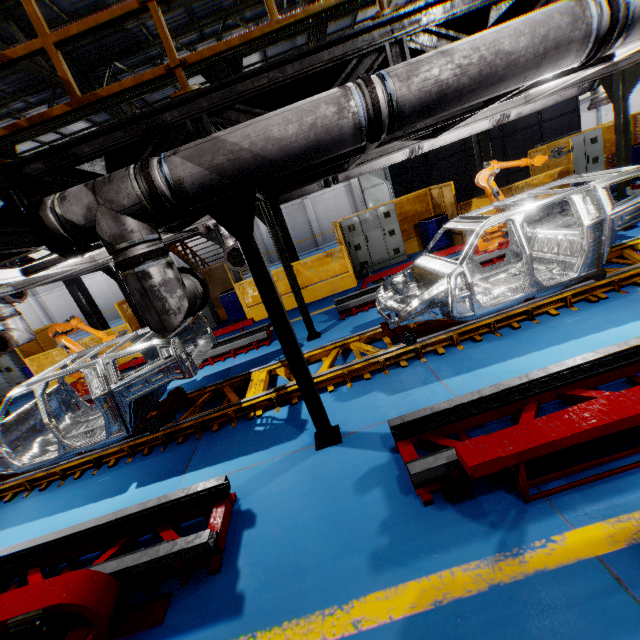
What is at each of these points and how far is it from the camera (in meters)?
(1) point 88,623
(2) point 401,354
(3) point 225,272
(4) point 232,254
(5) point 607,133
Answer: (1) metal platform, 2.94
(2) platform, 5.57
(3) metal panel, 12.91
(4) pipe cover, 7.23
(5) metal panel, 12.30

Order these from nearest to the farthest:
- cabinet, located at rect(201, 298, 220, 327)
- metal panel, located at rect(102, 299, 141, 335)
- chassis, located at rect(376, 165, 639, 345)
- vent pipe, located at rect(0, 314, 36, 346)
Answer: chassis, located at rect(376, 165, 639, 345) < vent pipe, located at rect(0, 314, 36, 346) < metal panel, located at rect(102, 299, 141, 335) < cabinet, located at rect(201, 298, 220, 327)

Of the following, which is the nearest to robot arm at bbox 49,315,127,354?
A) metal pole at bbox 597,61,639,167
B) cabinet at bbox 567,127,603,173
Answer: metal pole at bbox 597,61,639,167

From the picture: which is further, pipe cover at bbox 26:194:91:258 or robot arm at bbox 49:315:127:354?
robot arm at bbox 49:315:127:354

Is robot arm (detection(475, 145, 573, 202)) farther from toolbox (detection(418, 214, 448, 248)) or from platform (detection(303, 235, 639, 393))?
toolbox (detection(418, 214, 448, 248))

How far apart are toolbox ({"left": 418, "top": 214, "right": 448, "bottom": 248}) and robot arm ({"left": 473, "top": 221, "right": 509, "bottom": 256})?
2.62m

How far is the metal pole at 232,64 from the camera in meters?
9.9

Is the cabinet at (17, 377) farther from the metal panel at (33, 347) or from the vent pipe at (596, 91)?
the vent pipe at (596, 91)
